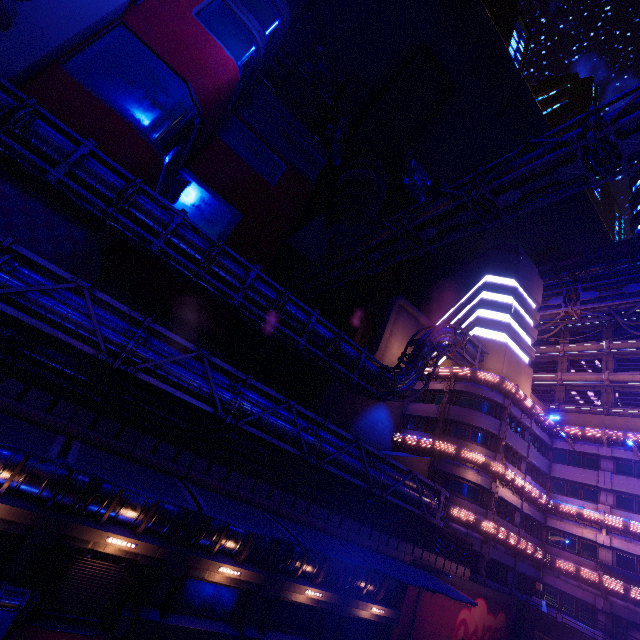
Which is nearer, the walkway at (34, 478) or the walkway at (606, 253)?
the walkway at (34, 478)

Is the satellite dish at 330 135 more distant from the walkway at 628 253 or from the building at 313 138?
the walkway at 628 253

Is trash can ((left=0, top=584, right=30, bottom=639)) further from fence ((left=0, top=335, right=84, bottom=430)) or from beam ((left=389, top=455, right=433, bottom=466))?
beam ((left=389, top=455, right=433, bottom=466))

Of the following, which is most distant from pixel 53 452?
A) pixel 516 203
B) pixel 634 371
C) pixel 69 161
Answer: pixel 634 371

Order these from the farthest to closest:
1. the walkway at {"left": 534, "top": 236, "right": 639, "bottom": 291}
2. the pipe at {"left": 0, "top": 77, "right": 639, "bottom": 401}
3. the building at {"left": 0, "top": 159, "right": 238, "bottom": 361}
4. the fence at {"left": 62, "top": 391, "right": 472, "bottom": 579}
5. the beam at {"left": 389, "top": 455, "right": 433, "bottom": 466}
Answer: the walkway at {"left": 534, "top": 236, "right": 639, "bottom": 291} < the beam at {"left": 389, "top": 455, "right": 433, "bottom": 466} < the building at {"left": 0, "top": 159, "right": 238, "bottom": 361} < the pipe at {"left": 0, "top": 77, "right": 639, "bottom": 401} < the fence at {"left": 62, "top": 391, "right": 472, "bottom": 579}

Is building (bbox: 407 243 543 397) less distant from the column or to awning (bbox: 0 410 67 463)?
awning (bbox: 0 410 67 463)

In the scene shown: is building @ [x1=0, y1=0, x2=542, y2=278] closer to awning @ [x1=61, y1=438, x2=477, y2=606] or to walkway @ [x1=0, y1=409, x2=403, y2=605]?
walkway @ [x1=0, y1=409, x2=403, y2=605]

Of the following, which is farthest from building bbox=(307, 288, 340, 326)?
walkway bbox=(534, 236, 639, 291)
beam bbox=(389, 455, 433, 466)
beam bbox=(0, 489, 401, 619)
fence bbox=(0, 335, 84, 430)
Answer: beam bbox=(389, 455, 433, 466)
